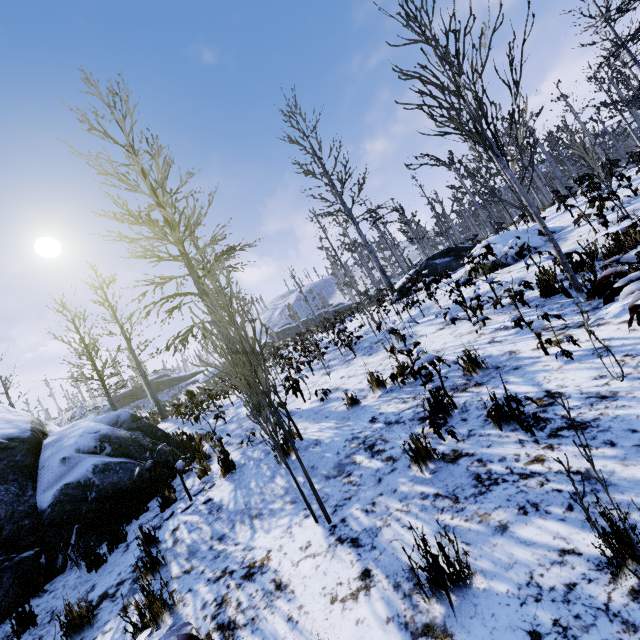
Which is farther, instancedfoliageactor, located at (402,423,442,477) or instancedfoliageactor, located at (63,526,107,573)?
instancedfoliageactor, located at (63,526,107,573)

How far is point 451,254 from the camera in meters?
16.1 m

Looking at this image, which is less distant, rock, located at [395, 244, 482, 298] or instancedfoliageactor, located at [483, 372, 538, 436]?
instancedfoliageactor, located at [483, 372, 538, 436]

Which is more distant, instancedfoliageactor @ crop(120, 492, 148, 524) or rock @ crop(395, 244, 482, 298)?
rock @ crop(395, 244, 482, 298)

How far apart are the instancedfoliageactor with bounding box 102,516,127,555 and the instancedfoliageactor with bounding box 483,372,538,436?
5.3m

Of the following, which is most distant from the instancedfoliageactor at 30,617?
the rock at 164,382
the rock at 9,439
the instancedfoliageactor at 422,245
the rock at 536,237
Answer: the rock at 164,382

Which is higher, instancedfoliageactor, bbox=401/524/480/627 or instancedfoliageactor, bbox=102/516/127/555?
instancedfoliageactor, bbox=102/516/127/555

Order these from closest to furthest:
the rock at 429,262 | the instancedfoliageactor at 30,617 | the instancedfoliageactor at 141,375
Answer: the instancedfoliageactor at 30,617 → the rock at 429,262 → the instancedfoliageactor at 141,375
